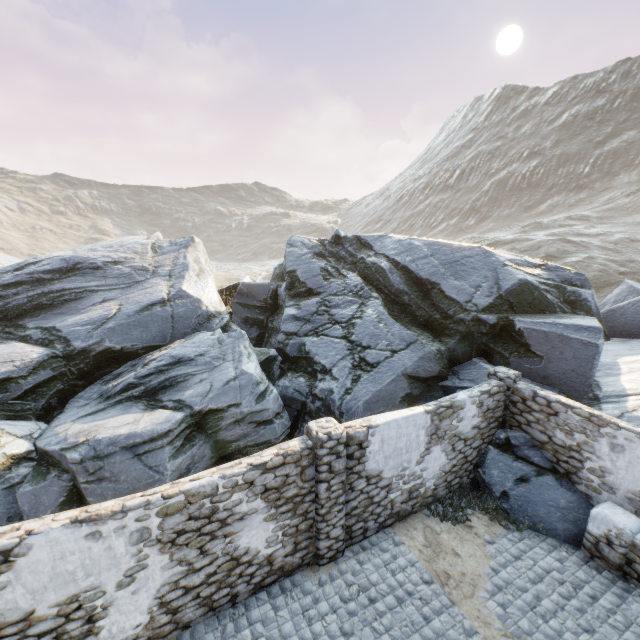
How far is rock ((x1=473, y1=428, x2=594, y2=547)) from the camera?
7.8 meters

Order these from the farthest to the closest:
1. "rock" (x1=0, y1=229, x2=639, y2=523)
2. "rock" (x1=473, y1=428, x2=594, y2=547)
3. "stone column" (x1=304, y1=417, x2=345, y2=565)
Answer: "rock" (x1=0, y1=229, x2=639, y2=523) → "rock" (x1=473, y1=428, x2=594, y2=547) → "stone column" (x1=304, y1=417, x2=345, y2=565)

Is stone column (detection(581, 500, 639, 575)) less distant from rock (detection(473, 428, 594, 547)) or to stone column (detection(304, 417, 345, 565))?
rock (detection(473, 428, 594, 547))

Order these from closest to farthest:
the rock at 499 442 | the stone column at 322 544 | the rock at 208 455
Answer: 1. the stone column at 322 544
2. the rock at 499 442
3. the rock at 208 455

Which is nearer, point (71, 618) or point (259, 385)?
point (71, 618)

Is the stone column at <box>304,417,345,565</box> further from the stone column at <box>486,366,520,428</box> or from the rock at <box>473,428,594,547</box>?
the stone column at <box>486,366,520,428</box>

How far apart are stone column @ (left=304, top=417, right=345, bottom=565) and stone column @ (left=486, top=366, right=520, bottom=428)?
5.3m

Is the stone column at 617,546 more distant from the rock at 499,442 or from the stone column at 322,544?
the stone column at 322,544
